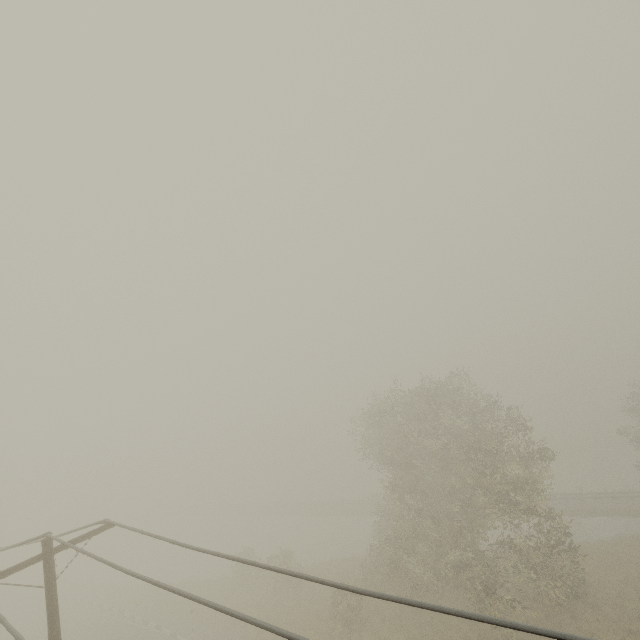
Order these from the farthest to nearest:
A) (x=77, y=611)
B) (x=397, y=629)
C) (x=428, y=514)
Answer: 1. (x=77, y=611)
2. (x=428, y=514)
3. (x=397, y=629)
